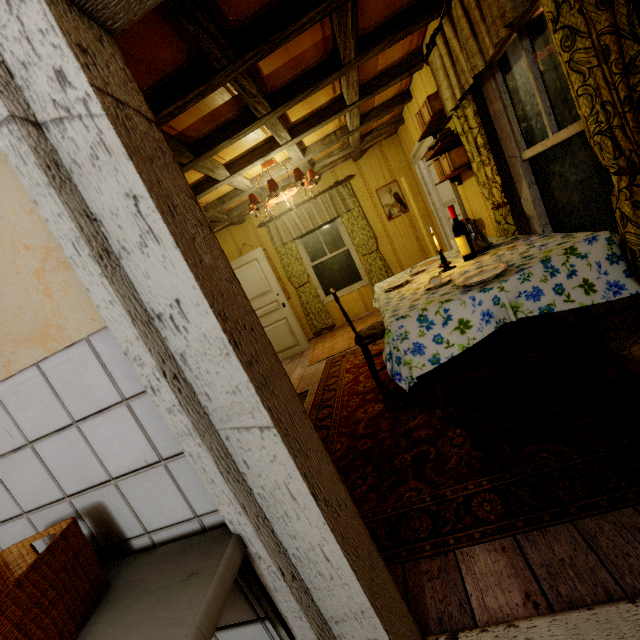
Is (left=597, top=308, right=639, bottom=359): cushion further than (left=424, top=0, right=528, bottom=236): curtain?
No

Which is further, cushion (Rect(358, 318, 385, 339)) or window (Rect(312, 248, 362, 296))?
window (Rect(312, 248, 362, 296))

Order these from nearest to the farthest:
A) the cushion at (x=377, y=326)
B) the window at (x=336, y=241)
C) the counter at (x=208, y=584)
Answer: the counter at (x=208, y=584) → the cushion at (x=377, y=326) → the window at (x=336, y=241)

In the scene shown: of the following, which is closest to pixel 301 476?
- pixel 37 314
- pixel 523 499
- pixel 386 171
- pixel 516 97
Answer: pixel 37 314

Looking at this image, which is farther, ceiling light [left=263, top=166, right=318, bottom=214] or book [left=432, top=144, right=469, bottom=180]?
ceiling light [left=263, top=166, right=318, bottom=214]

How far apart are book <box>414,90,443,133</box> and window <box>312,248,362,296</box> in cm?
281

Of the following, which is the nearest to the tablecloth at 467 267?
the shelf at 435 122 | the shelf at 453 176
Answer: the shelf at 453 176

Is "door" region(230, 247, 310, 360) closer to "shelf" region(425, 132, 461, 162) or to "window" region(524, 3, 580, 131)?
"shelf" region(425, 132, 461, 162)
